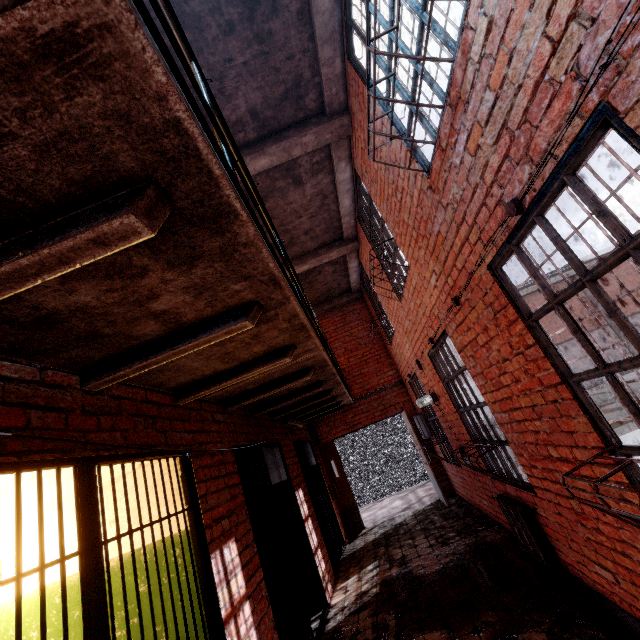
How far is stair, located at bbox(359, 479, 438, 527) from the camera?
8.1 meters

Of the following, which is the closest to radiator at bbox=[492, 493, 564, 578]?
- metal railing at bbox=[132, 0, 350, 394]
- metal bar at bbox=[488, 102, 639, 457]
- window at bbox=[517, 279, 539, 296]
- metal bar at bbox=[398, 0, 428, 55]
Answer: metal bar at bbox=[488, 102, 639, 457]

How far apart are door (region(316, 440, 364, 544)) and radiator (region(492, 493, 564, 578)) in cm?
411

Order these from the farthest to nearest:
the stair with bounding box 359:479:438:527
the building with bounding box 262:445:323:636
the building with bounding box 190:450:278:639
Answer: the stair with bounding box 359:479:438:527, the building with bounding box 262:445:323:636, the building with bounding box 190:450:278:639

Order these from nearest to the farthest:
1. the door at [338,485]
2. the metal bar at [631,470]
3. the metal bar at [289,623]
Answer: the metal bar at [631,470]
the metal bar at [289,623]
the door at [338,485]

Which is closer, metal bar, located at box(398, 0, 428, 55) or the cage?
metal bar, located at box(398, 0, 428, 55)

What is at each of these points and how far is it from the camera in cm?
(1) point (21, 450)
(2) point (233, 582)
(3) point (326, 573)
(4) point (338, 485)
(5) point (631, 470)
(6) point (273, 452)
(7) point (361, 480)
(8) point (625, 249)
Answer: (1) building, 148
(2) building, 267
(3) building, 520
(4) door, 788
(5) metal bar, 197
(6) building, 571
(7) cage, 1099
(8) metal bar, 146

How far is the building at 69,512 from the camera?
2.84m
